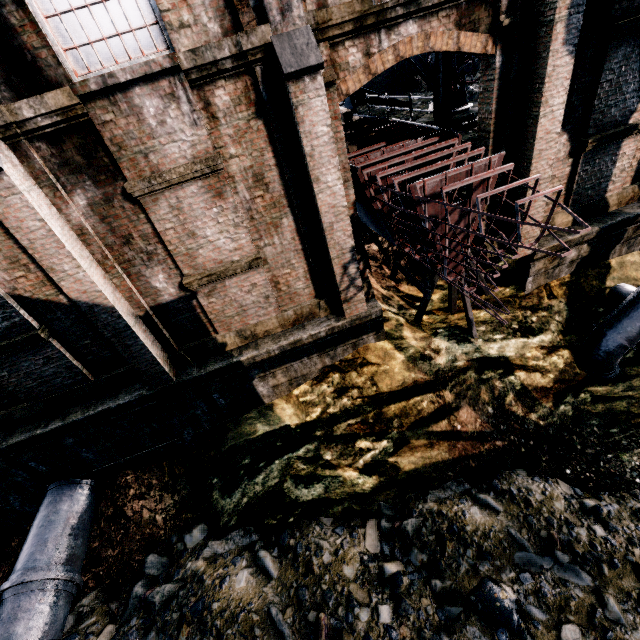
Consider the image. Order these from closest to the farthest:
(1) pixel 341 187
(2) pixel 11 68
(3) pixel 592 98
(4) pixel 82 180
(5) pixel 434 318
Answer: (2) pixel 11 68 → (4) pixel 82 180 → (1) pixel 341 187 → (3) pixel 592 98 → (5) pixel 434 318

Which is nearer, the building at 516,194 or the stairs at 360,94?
the building at 516,194

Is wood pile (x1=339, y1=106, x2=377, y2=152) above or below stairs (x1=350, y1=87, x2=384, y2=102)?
below

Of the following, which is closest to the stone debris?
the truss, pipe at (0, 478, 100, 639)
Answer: pipe at (0, 478, 100, 639)

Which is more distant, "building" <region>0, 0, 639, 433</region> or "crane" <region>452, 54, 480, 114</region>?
"crane" <region>452, 54, 480, 114</region>

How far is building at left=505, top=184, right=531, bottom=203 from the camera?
9.0 meters

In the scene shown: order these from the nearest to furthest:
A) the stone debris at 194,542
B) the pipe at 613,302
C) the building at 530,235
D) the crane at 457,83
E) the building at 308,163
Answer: the building at 308,163 → the stone debris at 194,542 → the building at 530,235 → the pipe at 613,302 → the crane at 457,83

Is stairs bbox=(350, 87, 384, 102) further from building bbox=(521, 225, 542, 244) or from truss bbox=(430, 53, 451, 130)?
building bbox=(521, 225, 542, 244)
